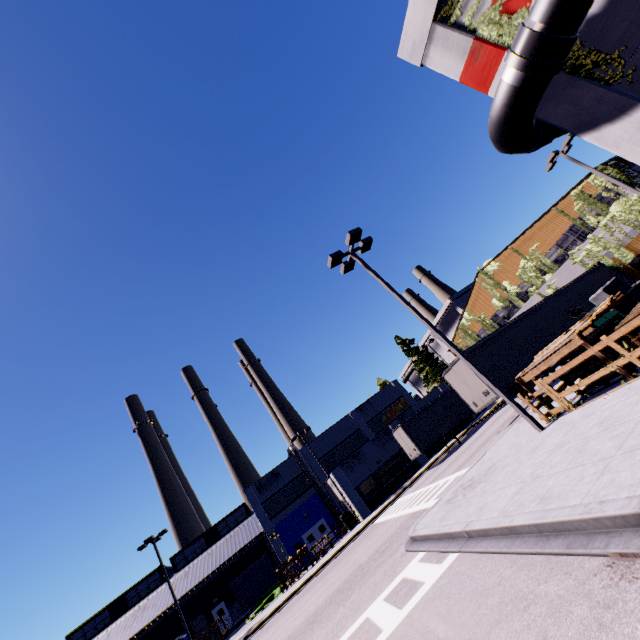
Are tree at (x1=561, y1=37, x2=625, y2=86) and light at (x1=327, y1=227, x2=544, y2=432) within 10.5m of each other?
yes

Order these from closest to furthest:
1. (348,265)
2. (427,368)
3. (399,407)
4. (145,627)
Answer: (348,265)
(145,627)
(427,368)
(399,407)

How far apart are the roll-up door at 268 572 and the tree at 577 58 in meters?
49.0

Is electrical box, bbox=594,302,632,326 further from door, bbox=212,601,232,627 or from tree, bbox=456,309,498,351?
door, bbox=212,601,232,627

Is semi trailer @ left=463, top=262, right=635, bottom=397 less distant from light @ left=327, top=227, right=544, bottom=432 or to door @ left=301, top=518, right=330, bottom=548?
light @ left=327, top=227, right=544, bottom=432

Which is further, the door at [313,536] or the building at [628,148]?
the door at [313,536]

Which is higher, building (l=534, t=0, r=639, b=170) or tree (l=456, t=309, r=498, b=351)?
tree (l=456, t=309, r=498, b=351)

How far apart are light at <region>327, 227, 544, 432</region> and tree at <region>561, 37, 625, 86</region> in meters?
7.5 m
